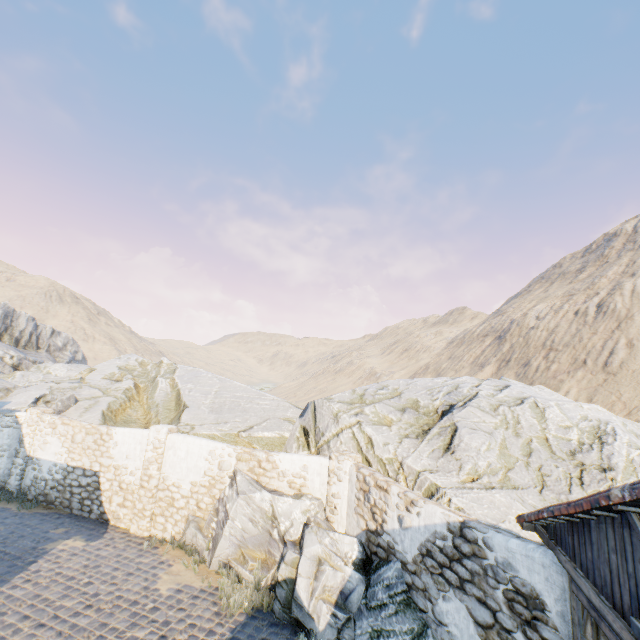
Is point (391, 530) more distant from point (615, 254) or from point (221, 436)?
point (615, 254)

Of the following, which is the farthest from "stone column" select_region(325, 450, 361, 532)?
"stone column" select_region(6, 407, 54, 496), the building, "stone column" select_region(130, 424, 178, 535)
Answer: "stone column" select_region(6, 407, 54, 496)

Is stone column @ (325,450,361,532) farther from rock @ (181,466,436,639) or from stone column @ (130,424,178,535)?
stone column @ (130,424,178,535)

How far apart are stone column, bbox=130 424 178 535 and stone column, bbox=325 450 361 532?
5.6 meters

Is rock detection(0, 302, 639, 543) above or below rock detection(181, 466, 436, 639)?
above

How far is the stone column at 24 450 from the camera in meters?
12.2 m

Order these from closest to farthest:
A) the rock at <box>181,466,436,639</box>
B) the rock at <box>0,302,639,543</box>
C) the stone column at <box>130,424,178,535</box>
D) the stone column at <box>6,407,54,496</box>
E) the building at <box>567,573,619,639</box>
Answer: the building at <box>567,573,619,639</box>
the rock at <box>181,466,436,639</box>
the rock at <box>0,302,639,543</box>
the stone column at <box>130,424,178,535</box>
the stone column at <box>6,407,54,496</box>

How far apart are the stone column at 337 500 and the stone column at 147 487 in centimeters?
562cm
